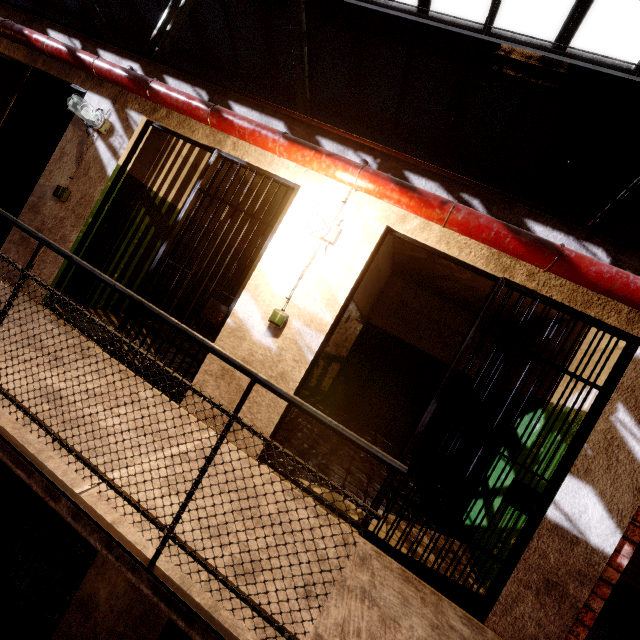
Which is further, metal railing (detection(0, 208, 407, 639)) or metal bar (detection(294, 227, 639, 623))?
metal bar (detection(294, 227, 639, 623))

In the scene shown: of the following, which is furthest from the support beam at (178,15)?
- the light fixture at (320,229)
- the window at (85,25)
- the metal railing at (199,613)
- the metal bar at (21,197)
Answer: the light fixture at (320,229)

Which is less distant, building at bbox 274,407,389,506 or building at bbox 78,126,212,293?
building at bbox 274,407,389,506

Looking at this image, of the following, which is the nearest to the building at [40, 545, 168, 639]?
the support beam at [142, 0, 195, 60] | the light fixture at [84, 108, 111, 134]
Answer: the light fixture at [84, 108, 111, 134]

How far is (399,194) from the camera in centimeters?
255cm

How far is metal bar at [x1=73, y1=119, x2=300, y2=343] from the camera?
3.10m

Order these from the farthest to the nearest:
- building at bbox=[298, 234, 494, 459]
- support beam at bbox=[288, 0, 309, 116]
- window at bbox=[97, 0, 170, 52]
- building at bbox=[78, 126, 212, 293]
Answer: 1. window at bbox=[97, 0, 170, 52]
2. support beam at bbox=[288, 0, 309, 116]
3. building at bbox=[298, 234, 494, 459]
4. building at bbox=[78, 126, 212, 293]

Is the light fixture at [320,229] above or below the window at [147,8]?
below
